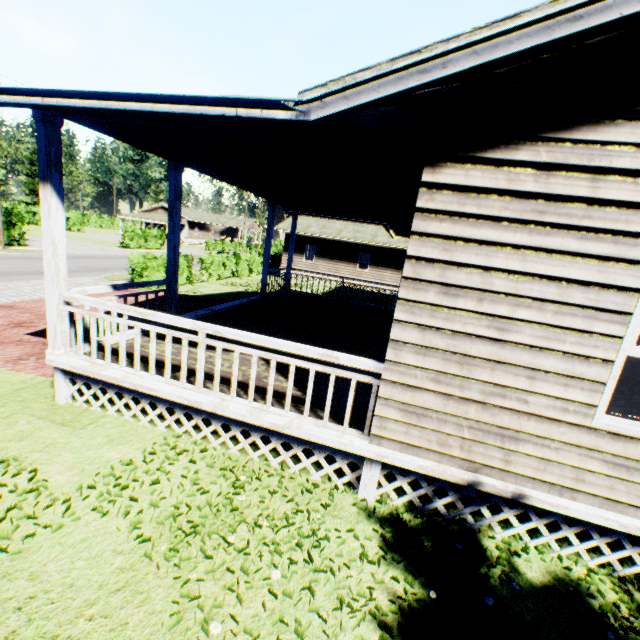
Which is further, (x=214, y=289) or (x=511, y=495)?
(x=214, y=289)

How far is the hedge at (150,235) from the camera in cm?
3591

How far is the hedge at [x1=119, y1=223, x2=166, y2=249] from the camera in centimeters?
3591cm

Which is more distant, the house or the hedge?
the hedge

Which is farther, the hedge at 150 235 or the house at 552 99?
the hedge at 150 235
